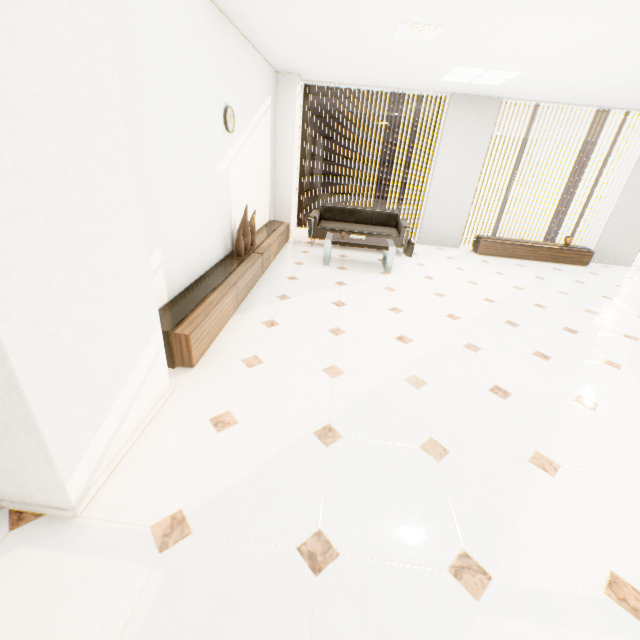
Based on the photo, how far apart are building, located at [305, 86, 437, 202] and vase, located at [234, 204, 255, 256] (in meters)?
59.95

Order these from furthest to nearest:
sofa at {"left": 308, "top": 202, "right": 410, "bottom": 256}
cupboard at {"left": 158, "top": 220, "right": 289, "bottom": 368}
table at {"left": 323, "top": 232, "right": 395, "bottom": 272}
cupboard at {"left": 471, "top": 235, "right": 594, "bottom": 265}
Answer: cupboard at {"left": 471, "top": 235, "right": 594, "bottom": 265}, sofa at {"left": 308, "top": 202, "right": 410, "bottom": 256}, table at {"left": 323, "top": 232, "right": 395, "bottom": 272}, cupboard at {"left": 158, "top": 220, "right": 289, "bottom": 368}

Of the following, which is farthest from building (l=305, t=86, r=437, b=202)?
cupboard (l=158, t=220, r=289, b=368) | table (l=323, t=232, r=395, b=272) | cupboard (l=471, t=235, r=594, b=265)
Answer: table (l=323, t=232, r=395, b=272)

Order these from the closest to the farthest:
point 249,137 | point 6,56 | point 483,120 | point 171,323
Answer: point 6,56 → point 171,323 → point 249,137 → point 483,120

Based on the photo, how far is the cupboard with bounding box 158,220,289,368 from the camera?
2.69m

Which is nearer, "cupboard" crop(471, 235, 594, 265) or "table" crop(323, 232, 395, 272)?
"table" crop(323, 232, 395, 272)

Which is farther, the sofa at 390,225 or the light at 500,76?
the sofa at 390,225

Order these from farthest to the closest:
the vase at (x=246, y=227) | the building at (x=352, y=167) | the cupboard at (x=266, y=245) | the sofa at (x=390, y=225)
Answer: the building at (x=352, y=167)
the sofa at (x=390, y=225)
the vase at (x=246, y=227)
the cupboard at (x=266, y=245)
